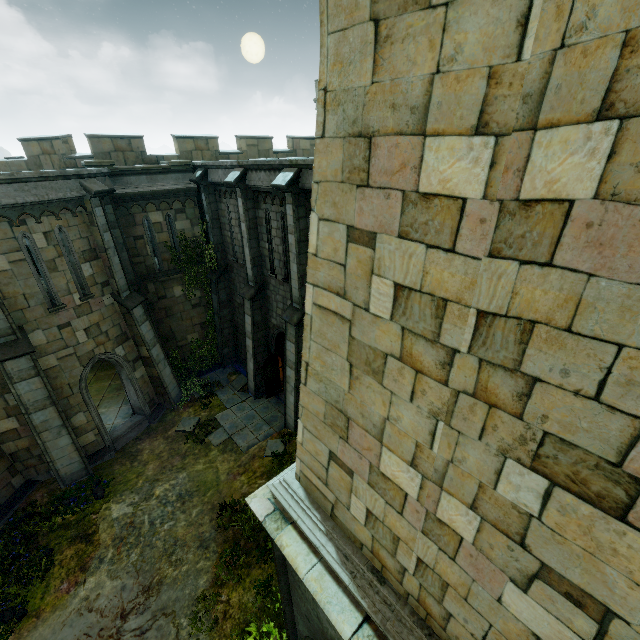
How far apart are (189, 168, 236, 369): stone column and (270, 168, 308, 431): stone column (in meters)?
5.71

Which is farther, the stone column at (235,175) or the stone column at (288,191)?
the stone column at (235,175)

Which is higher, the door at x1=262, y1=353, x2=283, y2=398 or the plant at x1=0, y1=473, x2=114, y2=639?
the door at x1=262, y1=353, x2=283, y2=398

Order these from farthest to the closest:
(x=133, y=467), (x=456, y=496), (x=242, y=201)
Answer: (x=133, y=467)
(x=242, y=201)
(x=456, y=496)

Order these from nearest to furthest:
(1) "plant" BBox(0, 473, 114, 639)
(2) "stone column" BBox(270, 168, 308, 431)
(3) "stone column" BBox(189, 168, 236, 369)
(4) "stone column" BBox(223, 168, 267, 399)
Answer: (1) "plant" BBox(0, 473, 114, 639)
(2) "stone column" BBox(270, 168, 308, 431)
(4) "stone column" BBox(223, 168, 267, 399)
(3) "stone column" BBox(189, 168, 236, 369)

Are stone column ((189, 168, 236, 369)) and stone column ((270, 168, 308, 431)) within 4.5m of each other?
no

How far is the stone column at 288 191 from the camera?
9.7 meters

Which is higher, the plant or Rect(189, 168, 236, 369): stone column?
Rect(189, 168, 236, 369): stone column
